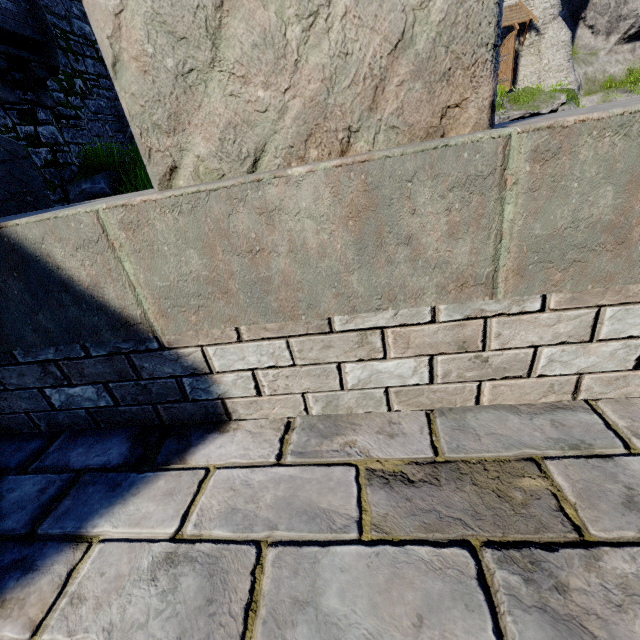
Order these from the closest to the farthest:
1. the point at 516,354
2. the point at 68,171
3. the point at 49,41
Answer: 1. the point at 516,354
2. the point at 49,41
3. the point at 68,171

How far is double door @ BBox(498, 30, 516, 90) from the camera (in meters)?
23.36

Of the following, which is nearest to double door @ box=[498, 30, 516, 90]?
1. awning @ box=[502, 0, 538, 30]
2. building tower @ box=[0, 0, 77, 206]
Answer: awning @ box=[502, 0, 538, 30]

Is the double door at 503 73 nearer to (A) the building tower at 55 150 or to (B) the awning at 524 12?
(B) the awning at 524 12

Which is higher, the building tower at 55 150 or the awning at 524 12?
the awning at 524 12

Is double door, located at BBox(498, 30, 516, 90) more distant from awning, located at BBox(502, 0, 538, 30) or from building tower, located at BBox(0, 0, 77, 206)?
building tower, located at BBox(0, 0, 77, 206)
